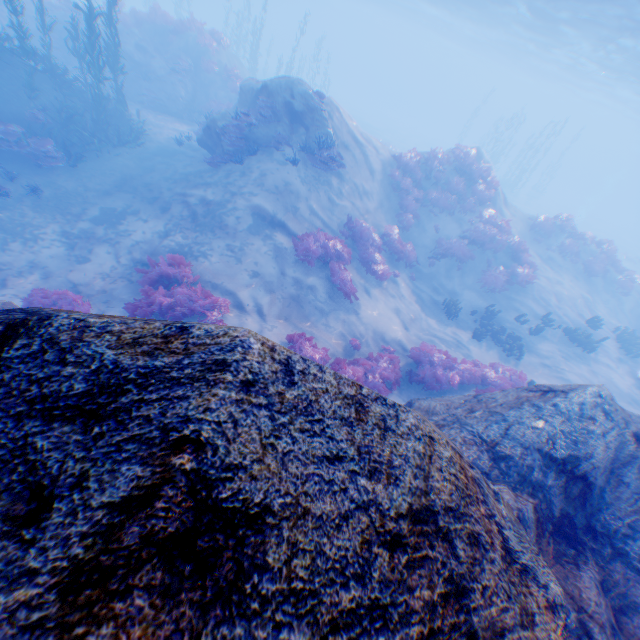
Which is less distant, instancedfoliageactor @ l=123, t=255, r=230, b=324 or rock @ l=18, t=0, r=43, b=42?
instancedfoliageactor @ l=123, t=255, r=230, b=324

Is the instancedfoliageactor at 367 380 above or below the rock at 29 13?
below

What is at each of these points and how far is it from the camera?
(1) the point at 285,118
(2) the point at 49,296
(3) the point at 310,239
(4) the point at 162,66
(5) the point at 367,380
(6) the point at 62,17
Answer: (1) rock, 13.9m
(2) instancedfoliageactor, 8.6m
(3) instancedfoliageactor, 11.5m
(4) rock, 19.5m
(5) instancedfoliageactor, 9.0m
(6) rock, 18.5m

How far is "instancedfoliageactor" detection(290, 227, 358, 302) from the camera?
11.3m

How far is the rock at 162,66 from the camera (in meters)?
19.55

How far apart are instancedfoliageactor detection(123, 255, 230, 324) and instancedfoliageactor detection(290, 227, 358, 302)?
3.0m

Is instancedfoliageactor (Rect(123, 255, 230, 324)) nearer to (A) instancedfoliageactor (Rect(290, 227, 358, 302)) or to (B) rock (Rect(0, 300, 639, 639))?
(B) rock (Rect(0, 300, 639, 639))

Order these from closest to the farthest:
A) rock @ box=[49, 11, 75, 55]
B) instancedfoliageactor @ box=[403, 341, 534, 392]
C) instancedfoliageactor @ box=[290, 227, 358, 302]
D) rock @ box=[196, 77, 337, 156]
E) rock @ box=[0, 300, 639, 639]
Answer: rock @ box=[0, 300, 639, 639]
instancedfoliageactor @ box=[403, 341, 534, 392]
instancedfoliageactor @ box=[290, 227, 358, 302]
rock @ box=[196, 77, 337, 156]
rock @ box=[49, 11, 75, 55]
